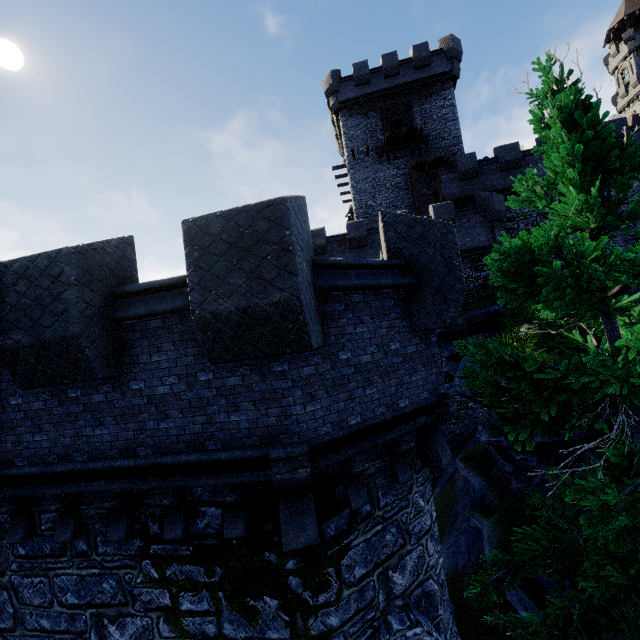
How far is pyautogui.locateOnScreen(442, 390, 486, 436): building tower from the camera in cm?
2195

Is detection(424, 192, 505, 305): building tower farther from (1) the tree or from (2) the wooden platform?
(1) the tree

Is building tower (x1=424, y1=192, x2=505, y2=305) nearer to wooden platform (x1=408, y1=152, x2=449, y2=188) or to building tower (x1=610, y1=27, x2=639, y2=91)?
wooden platform (x1=408, y1=152, x2=449, y2=188)

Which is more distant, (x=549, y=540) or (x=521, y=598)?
(x=521, y=598)

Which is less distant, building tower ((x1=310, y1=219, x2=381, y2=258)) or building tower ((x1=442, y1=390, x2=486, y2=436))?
building tower ((x1=442, y1=390, x2=486, y2=436))

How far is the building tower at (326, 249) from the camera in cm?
2288

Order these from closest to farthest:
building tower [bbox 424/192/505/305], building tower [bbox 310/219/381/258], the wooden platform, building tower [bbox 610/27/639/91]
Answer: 1. building tower [bbox 424/192/505/305]
2. building tower [bbox 310/219/381/258]
3. the wooden platform
4. building tower [bbox 610/27/639/91]
